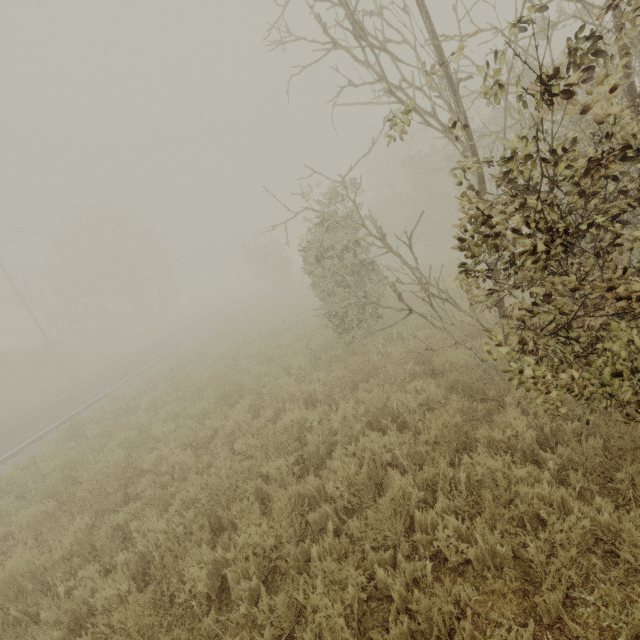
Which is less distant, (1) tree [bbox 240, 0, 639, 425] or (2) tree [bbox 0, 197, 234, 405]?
(1) tree [bbox 240, 0, 639, 425]

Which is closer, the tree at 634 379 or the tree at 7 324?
the tree at 634 379

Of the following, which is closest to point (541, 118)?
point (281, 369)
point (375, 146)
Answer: point (281, 369)
